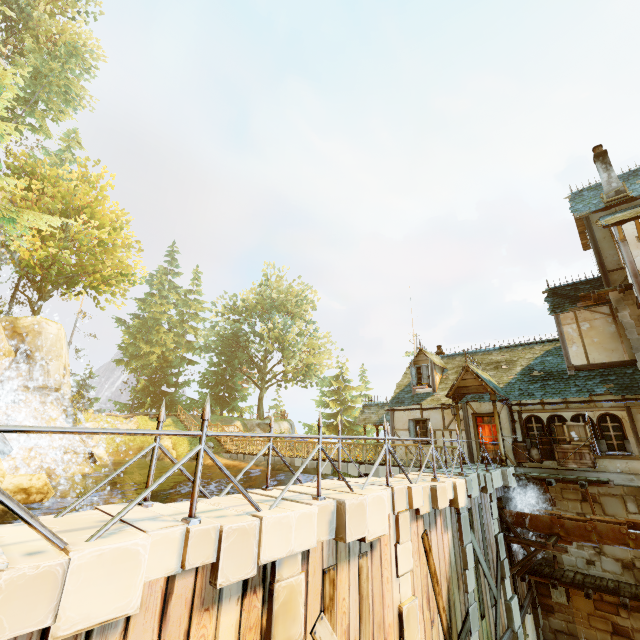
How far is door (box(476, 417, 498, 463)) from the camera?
14.7 meters

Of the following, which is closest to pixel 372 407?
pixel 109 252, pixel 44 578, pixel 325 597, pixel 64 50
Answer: pixel 325 597

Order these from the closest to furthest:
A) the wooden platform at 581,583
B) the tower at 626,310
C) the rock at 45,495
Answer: the rock at 45,495 → the wooden platform at 581,583 → the tower at 626,310

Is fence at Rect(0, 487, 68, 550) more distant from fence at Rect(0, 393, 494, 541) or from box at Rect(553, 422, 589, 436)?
box at Rect(553, 422, 589, 436)

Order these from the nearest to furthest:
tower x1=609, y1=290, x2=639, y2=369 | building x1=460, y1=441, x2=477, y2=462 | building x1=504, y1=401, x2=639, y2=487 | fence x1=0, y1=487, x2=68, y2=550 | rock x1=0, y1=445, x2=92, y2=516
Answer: fence x1=0, y1=487, x2=68, y2=550 < rock x1=0, y1=445, x2=92, y2=516 < building x1=504, y1=401, x2=639, y2=487 < tower x1=609, y1=290, x2=639, y2=369 < building x1=460, y1=441, x2=477, y2=462

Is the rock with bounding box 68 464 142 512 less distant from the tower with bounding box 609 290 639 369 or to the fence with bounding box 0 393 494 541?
the fence with bounding box 0 393 494 541

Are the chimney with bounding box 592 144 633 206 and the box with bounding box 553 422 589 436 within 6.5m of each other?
no

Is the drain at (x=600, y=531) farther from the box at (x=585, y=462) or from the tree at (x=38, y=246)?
the tree at (x=38, y=246)
